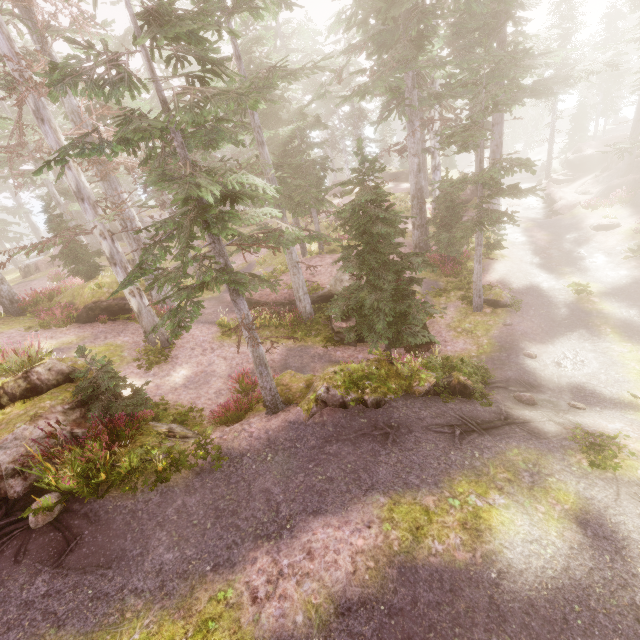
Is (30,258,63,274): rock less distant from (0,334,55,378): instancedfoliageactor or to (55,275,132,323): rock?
(0,334,55,378): instancedfoliageactor

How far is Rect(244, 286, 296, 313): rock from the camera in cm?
1748

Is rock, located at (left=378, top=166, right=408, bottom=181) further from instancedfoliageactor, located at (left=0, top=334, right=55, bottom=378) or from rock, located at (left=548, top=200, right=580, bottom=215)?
rock, located at (left=548, top=200, right=580, bottom=215)

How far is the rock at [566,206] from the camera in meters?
27.1

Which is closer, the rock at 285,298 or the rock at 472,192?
the rock at 285,298

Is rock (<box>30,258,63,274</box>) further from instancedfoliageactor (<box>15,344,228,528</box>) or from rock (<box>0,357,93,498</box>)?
rock (<box>0,357,93,498</box>)

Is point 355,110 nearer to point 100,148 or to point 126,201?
point 126,201

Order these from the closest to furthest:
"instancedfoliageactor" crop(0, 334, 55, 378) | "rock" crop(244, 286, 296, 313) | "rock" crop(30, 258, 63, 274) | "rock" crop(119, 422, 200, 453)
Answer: "rock" crop(119, 422, 200, 453) → "instancedfoliageactor" crop(0, 334, 55, 378) → "rock" crop(244, 286, 296, 313) → "rock" crop(30, 258, 63, 274)
